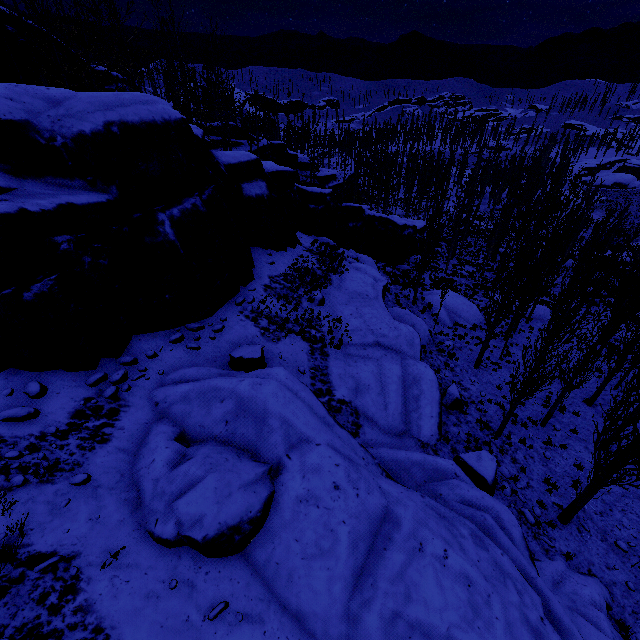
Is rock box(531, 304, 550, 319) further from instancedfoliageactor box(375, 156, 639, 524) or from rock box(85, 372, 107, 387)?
rock box(85, 372, 107, 387)

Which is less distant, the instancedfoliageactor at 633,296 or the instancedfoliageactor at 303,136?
the instancedfoliageactor at 633,296

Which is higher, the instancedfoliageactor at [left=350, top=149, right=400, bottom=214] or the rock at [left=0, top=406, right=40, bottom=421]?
the rock at [left=0, top=406, right=40, bottom=421]

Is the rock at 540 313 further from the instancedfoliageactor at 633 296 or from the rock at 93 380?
the rock at 93 380

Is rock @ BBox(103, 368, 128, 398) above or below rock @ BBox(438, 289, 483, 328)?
above

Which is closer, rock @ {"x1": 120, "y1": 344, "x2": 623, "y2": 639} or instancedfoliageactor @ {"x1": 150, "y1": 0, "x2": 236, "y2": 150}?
rock @ {"x1": 120, "y1": 344, "x2": 623, "y2": 639}

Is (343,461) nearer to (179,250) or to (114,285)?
(114,285)
